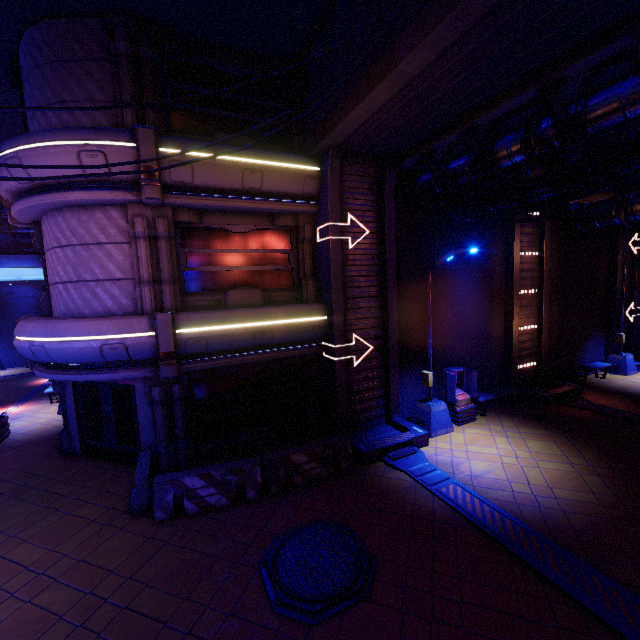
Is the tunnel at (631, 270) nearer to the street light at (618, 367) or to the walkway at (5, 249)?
the street light at (618, 367)

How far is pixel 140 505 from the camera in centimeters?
773cm

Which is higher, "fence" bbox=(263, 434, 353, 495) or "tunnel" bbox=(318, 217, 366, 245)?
"tunnel" bbox=(318, 217, 366, 245)

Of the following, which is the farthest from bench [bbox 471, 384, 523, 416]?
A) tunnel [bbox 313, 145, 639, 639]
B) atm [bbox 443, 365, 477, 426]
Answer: tunnel [bbox 313, 145, 639, 639]

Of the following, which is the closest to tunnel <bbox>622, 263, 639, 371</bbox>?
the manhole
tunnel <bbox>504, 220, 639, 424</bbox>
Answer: tunnel <bbox>504, 220, 639, 424</bbox>

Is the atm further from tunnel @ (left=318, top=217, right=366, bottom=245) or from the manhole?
the manhole

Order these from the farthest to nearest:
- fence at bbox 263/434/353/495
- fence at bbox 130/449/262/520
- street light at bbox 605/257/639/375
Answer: street light at bbox 605/257/639/375
fence at bbox 263/434/353/495
fence at bbox 130/449/262/520

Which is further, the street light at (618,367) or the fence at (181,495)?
the street light at (618,367)
